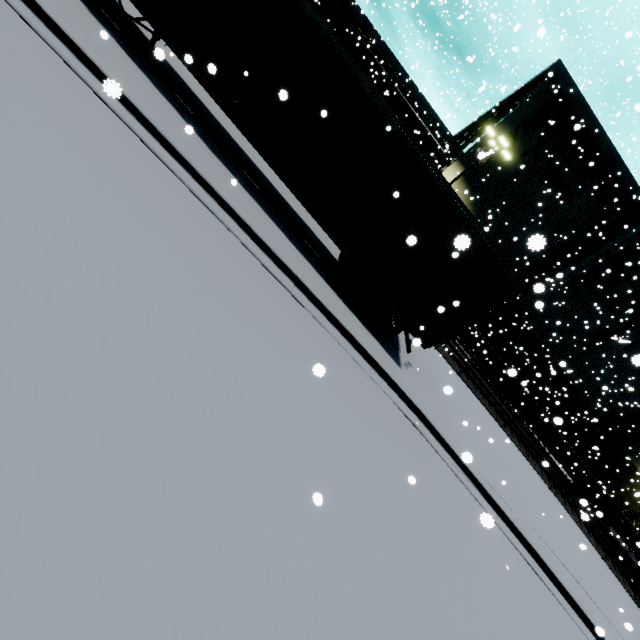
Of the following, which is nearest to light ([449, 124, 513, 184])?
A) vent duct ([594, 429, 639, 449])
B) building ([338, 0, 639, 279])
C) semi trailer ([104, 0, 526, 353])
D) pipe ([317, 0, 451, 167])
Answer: semi trailer ([104, 0, 526, 353])

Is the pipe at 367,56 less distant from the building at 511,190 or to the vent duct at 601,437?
the building at 511,190

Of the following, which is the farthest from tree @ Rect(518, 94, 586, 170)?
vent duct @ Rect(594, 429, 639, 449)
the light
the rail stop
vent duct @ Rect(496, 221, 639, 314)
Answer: the light

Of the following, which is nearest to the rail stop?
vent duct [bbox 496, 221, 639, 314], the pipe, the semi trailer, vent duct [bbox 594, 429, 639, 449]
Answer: vent duct [bbox 594, 429, 639, 449]

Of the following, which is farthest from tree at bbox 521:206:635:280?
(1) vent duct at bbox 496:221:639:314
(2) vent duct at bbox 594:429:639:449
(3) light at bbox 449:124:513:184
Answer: (3) light at bbox 449:124:513:184

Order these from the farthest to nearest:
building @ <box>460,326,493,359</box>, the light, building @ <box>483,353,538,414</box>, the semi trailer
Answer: building @ <box>483,353,538,414</box> < building @ <box>460,326,493,359</box> < the light < the semi trailer

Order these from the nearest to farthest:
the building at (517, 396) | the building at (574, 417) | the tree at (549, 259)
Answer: Answer: the tree at (549, 259) < the building at (574, 417) < the building at (517, 396)

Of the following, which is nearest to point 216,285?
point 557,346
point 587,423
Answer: point 557,346
